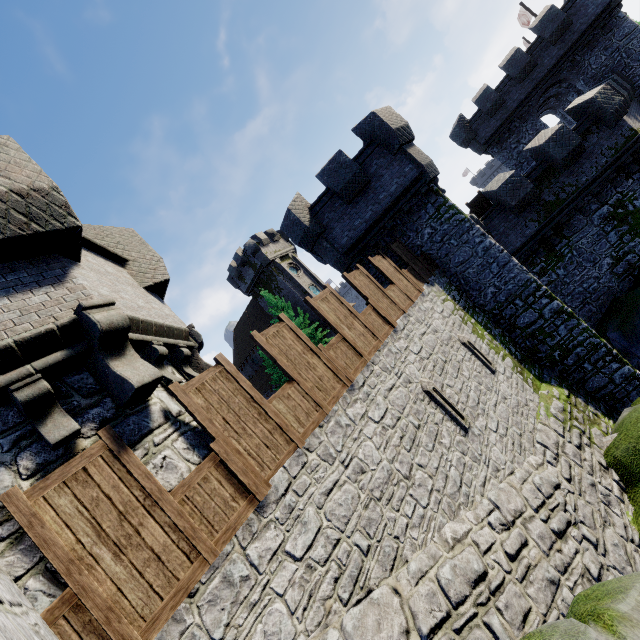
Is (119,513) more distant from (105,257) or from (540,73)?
(540,73)

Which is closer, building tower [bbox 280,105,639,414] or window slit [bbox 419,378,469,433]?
window slit [bbox 419,378,469,433]

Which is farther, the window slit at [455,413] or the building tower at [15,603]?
the window slit at [455,413]

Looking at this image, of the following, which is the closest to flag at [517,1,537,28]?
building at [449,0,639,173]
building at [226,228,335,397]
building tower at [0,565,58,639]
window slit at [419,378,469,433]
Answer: building at [449,0,639,173]

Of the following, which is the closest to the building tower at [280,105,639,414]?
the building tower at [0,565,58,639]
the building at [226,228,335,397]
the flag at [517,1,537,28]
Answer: the building tower at [0,565,58,639]

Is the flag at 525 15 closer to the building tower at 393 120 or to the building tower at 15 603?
the building tower at 393 120

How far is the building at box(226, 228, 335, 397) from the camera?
39.5 meters

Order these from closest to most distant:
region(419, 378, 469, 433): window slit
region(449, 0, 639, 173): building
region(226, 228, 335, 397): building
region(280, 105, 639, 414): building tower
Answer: region(419, 378, 469, 433): window slit
region(280, 105, 639, 414): building tower
region(449, 0, 639, 173): building
region(226, 228, 335, 397): building
